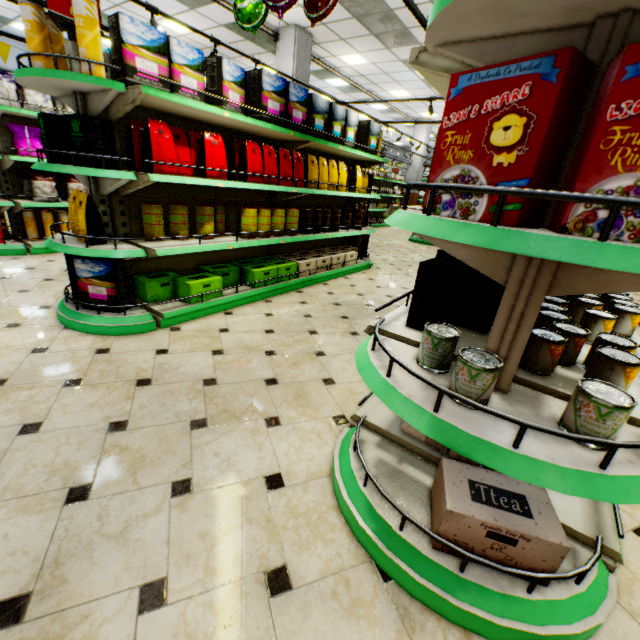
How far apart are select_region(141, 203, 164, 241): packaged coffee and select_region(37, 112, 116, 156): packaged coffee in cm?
43

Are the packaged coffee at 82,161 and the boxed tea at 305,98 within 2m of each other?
yes

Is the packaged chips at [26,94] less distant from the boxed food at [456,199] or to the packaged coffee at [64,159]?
the packaged coffee at [64,159]

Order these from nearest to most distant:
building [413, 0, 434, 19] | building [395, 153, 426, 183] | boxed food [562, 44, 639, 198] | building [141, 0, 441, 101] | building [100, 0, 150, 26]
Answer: boxed food [562, 44, 639, 198], building [413, 0, 434, 19], building [141, 0, 441, 101], building [100, 0, 150, 26], building [395, 153, 426, 183]

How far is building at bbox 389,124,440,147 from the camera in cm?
1605

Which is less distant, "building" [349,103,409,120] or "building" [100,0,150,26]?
"building" [100,0,150,26]

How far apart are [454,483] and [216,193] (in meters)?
3.69

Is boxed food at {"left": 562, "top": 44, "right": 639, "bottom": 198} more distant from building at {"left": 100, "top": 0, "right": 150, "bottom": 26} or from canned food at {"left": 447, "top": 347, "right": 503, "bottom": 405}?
building at {"left": 100, "top": 0, "right": 150, "bottom": 26}
